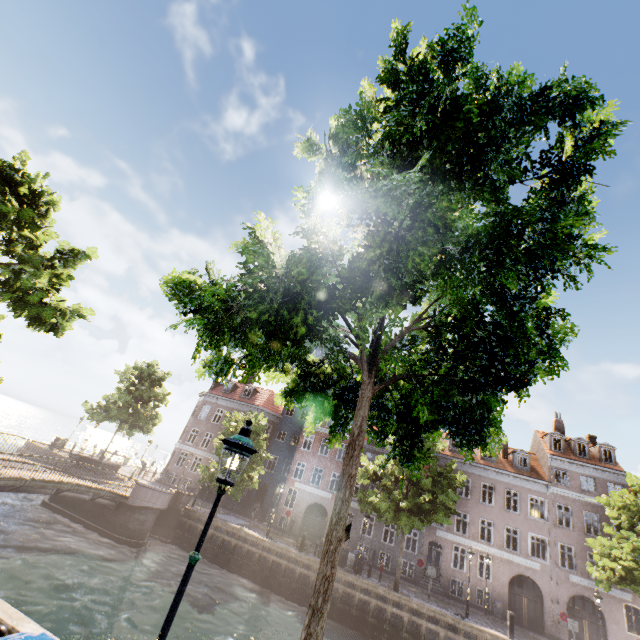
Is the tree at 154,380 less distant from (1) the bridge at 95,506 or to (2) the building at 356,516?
(1) the bridge at 95,506

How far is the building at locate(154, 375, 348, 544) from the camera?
32.03m

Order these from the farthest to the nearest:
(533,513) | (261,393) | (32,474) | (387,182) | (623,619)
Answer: (261,393)
(533,513)
(623,619)
(32,474)
(387,182)

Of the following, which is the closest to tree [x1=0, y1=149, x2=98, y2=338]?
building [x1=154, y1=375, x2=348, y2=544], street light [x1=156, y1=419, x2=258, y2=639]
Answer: street light [x1=156, y1=419, x2=258, y2=639]

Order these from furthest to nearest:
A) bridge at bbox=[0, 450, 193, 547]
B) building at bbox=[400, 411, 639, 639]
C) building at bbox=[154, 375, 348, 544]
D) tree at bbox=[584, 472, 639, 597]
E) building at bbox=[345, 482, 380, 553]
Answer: building at bbox=[154, 375, 348, 544]
building at bbox=[345, 482, 380, 553]
building at bbox=[400, 411, 639, 639]
tree at bbox=[584, 472, 639, 597]
bridge at bbox=[0, 450, 193, 547]

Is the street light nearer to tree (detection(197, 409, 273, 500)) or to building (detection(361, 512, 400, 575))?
tree (detection(197, 409, 273, 500))

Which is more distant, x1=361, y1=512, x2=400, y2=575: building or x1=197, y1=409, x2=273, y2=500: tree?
x1=361, y1=512, x2=400, y2=575: building

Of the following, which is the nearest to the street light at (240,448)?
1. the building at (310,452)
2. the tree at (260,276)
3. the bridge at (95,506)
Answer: the tree at (260,276)
